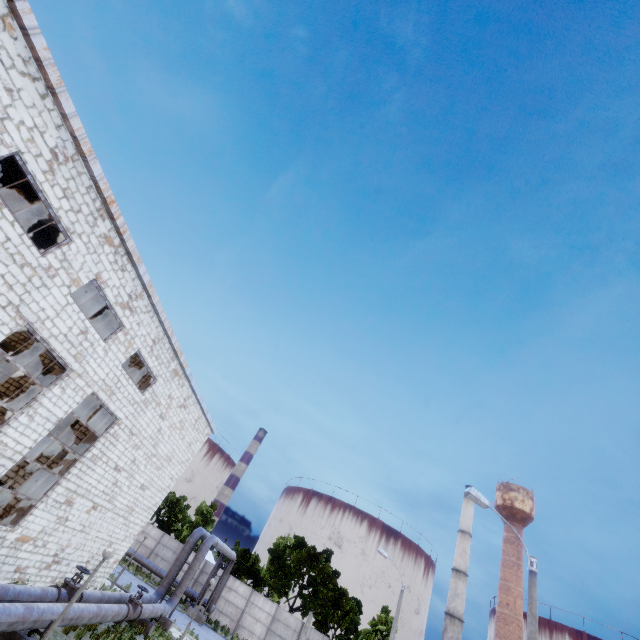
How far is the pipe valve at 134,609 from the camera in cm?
1423

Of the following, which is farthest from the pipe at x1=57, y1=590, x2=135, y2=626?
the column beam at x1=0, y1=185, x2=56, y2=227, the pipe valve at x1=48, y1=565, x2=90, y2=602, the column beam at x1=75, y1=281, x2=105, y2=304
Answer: the column beam at x1=0, y1=185, x2=56, y2=227

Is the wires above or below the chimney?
below

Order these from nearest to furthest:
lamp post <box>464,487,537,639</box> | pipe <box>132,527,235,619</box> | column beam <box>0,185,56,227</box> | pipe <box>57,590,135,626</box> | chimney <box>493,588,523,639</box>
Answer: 1. lamp post <box>464,487,537,639</box>
2. pipe <box>57,590,135,626</box>
3. column beam <box>0,185,56,227</box>
4. pipe <box>132,527,235,619</box>
5. chimney <box>493,588,523,639</box>

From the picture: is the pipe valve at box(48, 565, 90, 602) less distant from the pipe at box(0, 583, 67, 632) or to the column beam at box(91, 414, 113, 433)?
the pipe at box(0, 583, 67, 632)

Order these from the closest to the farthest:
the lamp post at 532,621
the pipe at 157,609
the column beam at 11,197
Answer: the lamp post at 532,621 < the column beam at 11,197 < the pipe at 157,609

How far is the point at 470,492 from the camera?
12.13m

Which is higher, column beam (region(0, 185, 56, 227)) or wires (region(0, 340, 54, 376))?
column beam (region(0, 185, 56, 227))
